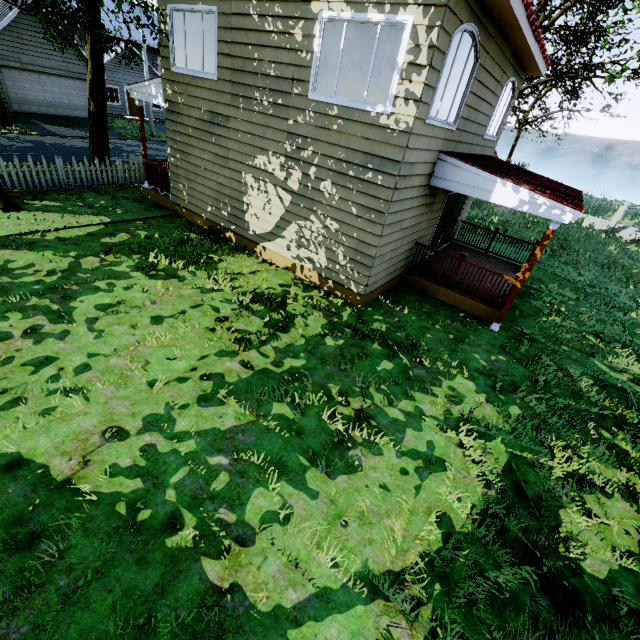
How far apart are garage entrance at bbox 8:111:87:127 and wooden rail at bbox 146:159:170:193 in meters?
16.4 m

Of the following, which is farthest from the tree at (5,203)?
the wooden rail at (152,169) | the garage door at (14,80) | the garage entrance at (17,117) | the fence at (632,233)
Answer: the wooden rail at (152,169)

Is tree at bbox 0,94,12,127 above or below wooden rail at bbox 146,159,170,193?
below

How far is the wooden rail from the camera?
11.25m

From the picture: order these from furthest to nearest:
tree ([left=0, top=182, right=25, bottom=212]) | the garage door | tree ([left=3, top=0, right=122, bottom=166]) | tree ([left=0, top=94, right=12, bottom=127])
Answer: the garage door, tree ([left=0, top=94, right=12, bottom=127]), tree ([left=0, top=182, right=25, bottom=212]), tree ([left=3, top=0, right=122, bottom=166])

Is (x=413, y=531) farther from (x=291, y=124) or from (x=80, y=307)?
(x=291, y=124)

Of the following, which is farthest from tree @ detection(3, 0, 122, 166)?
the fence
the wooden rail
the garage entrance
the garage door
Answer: the wooden rail

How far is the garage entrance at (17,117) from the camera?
20.41m
